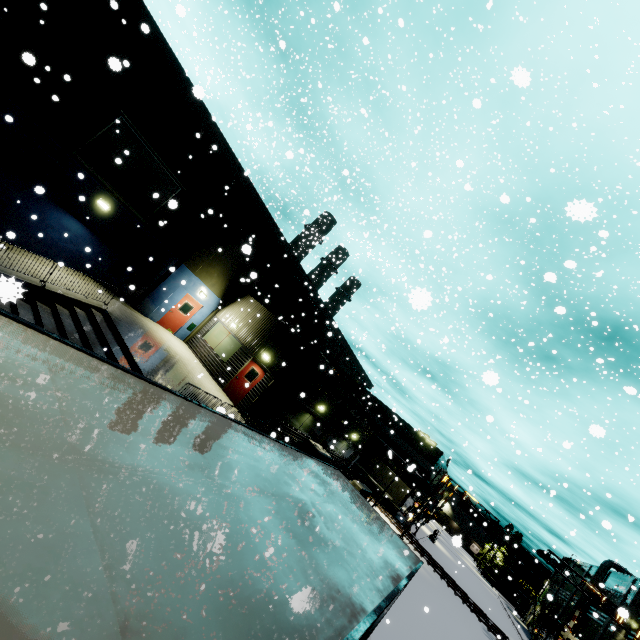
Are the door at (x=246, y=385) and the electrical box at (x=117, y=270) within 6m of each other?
no

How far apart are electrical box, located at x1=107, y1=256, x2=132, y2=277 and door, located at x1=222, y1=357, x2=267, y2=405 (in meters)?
7.74

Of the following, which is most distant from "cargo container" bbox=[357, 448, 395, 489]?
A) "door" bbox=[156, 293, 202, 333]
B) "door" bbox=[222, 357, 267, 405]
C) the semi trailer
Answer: Result: "door" bbox=[156, 293, 202, 333]

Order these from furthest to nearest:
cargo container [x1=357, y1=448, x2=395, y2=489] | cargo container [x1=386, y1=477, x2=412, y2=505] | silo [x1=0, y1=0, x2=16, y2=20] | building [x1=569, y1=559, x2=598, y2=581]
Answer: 1. building [x1=569, y1=559, x2=598, y2=581]
2. cargo container [x1=357, y1=448, x2=395, y2=489]
3. cargo container [x1=386, y1=477, x2=412, y2=505]
4. silo [x1=0, y1=0, x2=16, y2=20]

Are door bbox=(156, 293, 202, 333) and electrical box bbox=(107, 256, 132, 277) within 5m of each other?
yes

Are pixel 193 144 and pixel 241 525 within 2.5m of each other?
no

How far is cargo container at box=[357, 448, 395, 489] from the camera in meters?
42.1

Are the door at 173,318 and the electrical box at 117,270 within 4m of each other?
yes
